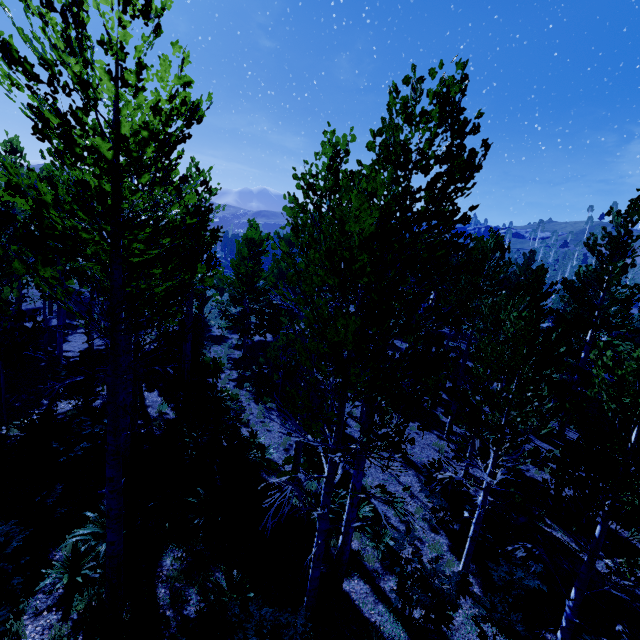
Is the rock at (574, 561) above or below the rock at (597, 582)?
above

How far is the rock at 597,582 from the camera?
7.92m

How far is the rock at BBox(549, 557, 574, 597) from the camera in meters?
→ 7.9

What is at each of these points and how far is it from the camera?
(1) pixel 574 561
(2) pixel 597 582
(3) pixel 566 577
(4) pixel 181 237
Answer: (1) rock, 8.24m
(2) rock, 8.08m
(3) rock, 7.98m
(4) instancedfoliageactor, 4.04m

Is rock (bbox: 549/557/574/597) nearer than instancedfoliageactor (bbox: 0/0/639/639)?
No
